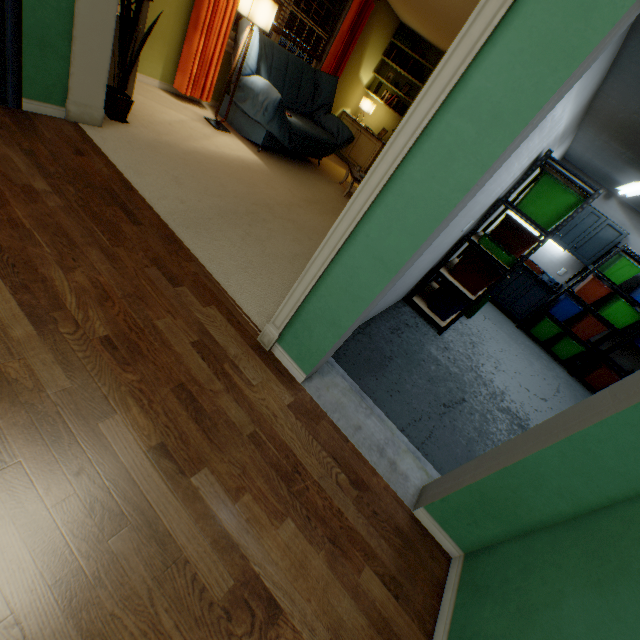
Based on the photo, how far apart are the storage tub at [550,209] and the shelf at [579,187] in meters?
0.1 m

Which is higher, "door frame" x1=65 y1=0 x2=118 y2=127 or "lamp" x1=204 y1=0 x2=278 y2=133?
"lamp" x1=204 y1=0 x2=278 y2=133

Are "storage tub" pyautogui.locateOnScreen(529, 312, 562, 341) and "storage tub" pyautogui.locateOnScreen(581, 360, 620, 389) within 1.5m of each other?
yes

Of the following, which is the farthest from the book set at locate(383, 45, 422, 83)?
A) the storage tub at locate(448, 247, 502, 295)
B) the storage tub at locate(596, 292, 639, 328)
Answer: the storage tub at locate(596, 292, 639, 328)

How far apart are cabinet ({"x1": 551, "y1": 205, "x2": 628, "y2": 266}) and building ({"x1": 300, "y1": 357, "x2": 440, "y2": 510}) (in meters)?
5.37

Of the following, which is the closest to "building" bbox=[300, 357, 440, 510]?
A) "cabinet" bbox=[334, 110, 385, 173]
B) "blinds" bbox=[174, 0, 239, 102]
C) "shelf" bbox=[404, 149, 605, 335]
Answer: "shelf" bbox=[404, 149, 605, 335]

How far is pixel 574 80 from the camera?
1.0 meters

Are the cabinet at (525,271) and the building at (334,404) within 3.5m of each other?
no
